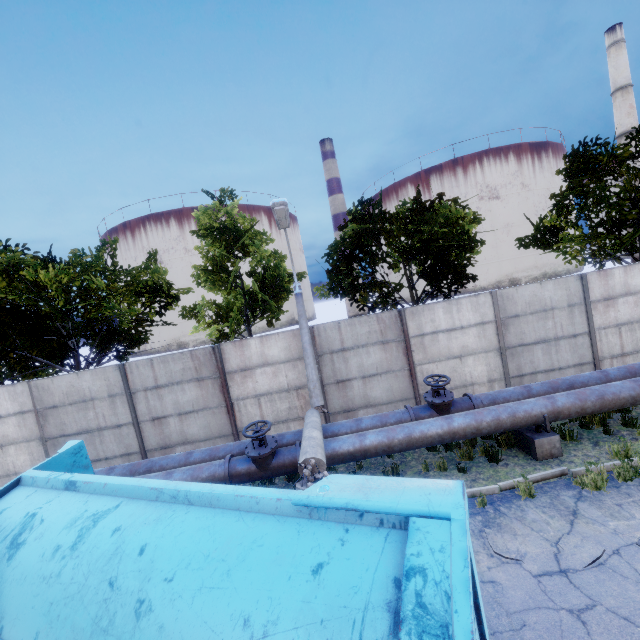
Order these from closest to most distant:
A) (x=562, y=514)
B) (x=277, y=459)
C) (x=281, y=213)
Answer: (x=562, y=514) < (x=277, y=459) < (x=281, y=213)

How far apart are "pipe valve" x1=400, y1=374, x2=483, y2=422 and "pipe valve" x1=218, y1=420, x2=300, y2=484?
2.5m

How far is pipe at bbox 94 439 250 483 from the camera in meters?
7.0 m

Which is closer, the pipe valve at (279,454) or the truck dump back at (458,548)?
Result: the truck dump back at (458,548)

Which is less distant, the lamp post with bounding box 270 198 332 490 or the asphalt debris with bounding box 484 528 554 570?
the asphalt debris with bounding box 484 528 554 570

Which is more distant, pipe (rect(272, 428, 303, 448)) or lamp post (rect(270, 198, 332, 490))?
pipe (rect(272, 428, 303, 448))

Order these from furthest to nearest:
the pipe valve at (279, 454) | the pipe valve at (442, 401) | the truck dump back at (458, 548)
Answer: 1. the pipe valve at (442, 401)
2. the pipe valve at (279, 454)
3. the truck dump back at (458, 548)

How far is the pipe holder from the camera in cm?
711
